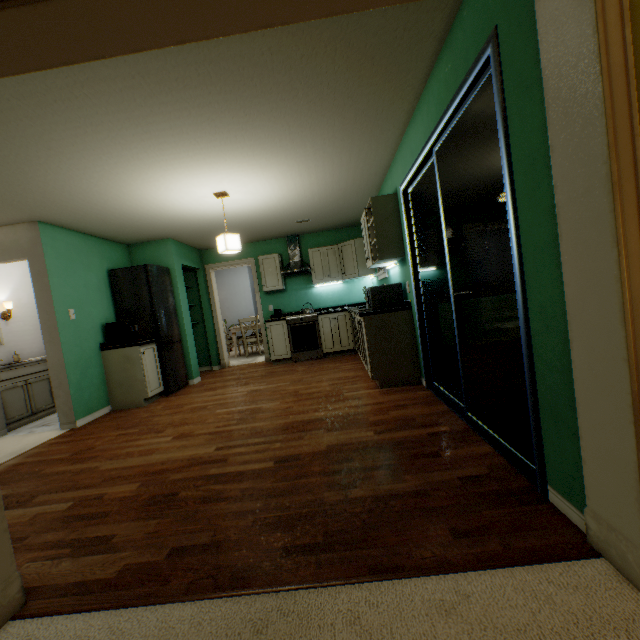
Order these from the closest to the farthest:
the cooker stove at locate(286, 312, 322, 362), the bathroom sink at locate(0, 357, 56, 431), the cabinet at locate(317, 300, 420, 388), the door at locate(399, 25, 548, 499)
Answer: the door at locate(399, 25, 548, 499), the cabinet at locate(317, 300, 420, 388), the bathroom sink at locate(0, 357, 56, 431), the cooker stove at locate(286, 312, 322, 362)

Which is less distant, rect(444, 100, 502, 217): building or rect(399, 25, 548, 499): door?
rect(399, 25, 548, 499): door

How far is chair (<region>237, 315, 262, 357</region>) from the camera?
7.68m

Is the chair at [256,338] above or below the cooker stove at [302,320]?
above

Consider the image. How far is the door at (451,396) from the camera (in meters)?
1.47

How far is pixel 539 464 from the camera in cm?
154

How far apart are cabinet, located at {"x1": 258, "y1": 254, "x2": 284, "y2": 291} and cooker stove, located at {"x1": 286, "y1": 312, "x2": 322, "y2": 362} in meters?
0.6 m

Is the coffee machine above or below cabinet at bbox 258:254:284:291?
below
